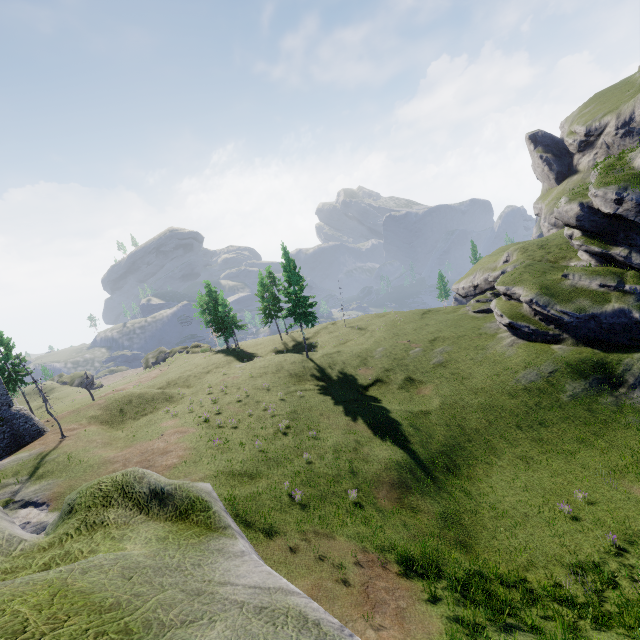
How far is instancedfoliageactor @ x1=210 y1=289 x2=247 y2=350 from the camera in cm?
5534

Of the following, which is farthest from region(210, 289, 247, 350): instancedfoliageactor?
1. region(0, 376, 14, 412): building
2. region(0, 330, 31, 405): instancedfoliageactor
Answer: region(0, 376, 14, 412): building

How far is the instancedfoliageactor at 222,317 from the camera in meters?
55.3 m

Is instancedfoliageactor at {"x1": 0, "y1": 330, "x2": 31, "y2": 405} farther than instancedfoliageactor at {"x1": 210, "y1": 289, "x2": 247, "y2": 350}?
No

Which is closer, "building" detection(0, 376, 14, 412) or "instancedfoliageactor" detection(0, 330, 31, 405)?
"building" detection(0, 376, 14, 412)

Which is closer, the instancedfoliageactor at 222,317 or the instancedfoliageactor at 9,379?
the instancedfoliageactor at 9,379

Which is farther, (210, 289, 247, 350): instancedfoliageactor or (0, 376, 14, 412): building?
(210, 289, 247, 350): instancedfoliageactor

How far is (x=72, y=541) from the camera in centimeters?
285cm
